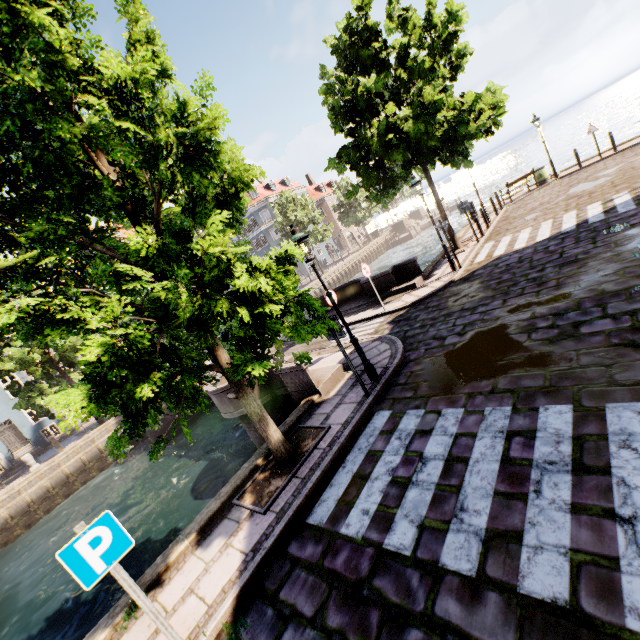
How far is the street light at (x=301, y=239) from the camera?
6.5 meters

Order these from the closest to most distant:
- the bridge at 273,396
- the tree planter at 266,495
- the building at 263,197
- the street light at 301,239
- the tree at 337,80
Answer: the tree planter at 266,495 → the street light at 301,239 → the bridge at 273,396 → the tree at 337,80 → the building at 263,197

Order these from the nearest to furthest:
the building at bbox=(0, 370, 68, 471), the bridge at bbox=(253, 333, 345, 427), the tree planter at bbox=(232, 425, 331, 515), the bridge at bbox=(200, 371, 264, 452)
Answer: the tree planter at bbox=(232, 425, 331, 515), the bridge at bbox=(253, 333, 345, 427), the bridge at bbox=(200, 371, 264, 452), the building at bbox=(0, 370, 68, 471)

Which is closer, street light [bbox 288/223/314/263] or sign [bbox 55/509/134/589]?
sign [bbox 55/509/134/589]

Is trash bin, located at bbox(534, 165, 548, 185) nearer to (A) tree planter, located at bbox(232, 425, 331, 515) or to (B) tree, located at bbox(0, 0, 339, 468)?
(B) tree, located at bbox(0, 0, 339, 468)

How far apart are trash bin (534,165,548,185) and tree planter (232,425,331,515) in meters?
20.7 m

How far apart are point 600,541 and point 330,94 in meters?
15.4 m

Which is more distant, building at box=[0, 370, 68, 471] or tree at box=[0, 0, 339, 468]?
building at box=[0, 370, 68, 471]
